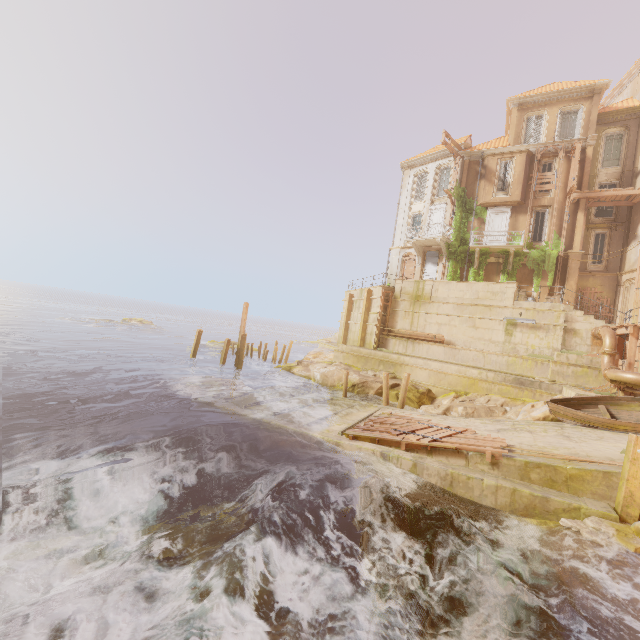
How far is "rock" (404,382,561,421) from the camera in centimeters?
1507cm

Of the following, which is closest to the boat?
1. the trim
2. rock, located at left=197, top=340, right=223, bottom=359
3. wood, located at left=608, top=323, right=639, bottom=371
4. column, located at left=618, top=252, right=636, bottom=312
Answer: wood, located at left=608, top=323, right=639, bottom=371

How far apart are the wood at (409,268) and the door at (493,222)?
5.5 meters

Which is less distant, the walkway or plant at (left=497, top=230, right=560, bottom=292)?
the walkway

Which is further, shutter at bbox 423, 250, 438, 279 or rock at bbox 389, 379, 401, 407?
shutter at bbox 423, 250, 438, 279

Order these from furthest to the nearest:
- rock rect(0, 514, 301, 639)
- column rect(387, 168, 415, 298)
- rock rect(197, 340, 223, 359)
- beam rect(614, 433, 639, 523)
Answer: rock rect(197, 340, 223, 359) → column rect(387, 168, 415, 298) → beam rect(614, 433, 639, 523) → rock rect(0, 514, 301, 639)

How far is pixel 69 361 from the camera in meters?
22.6 m

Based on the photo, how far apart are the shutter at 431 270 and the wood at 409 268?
0.80m
